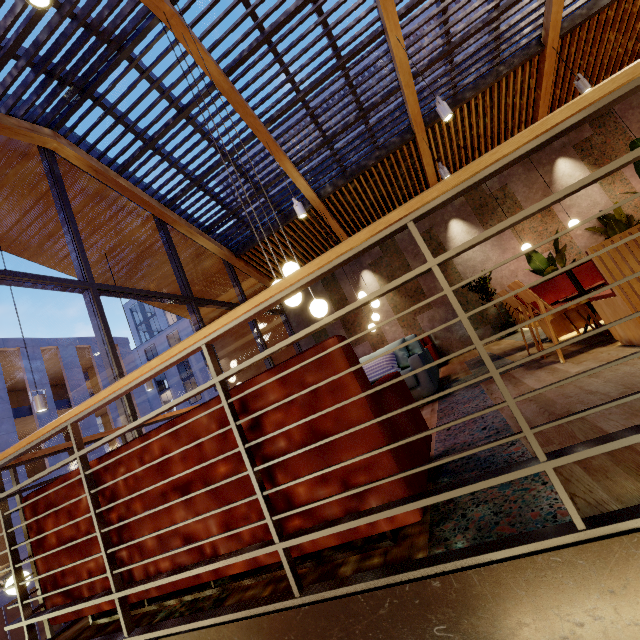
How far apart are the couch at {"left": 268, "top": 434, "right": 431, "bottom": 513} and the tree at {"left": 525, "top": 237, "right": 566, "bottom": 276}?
3.6 meters

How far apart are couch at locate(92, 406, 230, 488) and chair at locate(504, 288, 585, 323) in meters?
1.7 m

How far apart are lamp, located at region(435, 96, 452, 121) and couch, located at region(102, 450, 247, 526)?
4.5m

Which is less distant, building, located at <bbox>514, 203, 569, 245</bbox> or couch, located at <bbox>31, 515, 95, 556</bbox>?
couch, located at <bbox>31, 515, 95, 556</bbox>

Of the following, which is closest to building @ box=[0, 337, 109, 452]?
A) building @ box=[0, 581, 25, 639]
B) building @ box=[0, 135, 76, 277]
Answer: building @ box=[0, 581, 25, 639]

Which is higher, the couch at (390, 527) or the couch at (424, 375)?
the couch at (424, 375)

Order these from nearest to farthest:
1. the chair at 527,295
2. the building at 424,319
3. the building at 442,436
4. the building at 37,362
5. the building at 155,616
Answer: the building at 155,616, the building at 442,436, the chair at 527,295, the building at 424,319, the building at 37,362

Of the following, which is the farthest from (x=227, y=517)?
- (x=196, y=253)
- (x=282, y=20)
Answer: (x=196, y=253)
